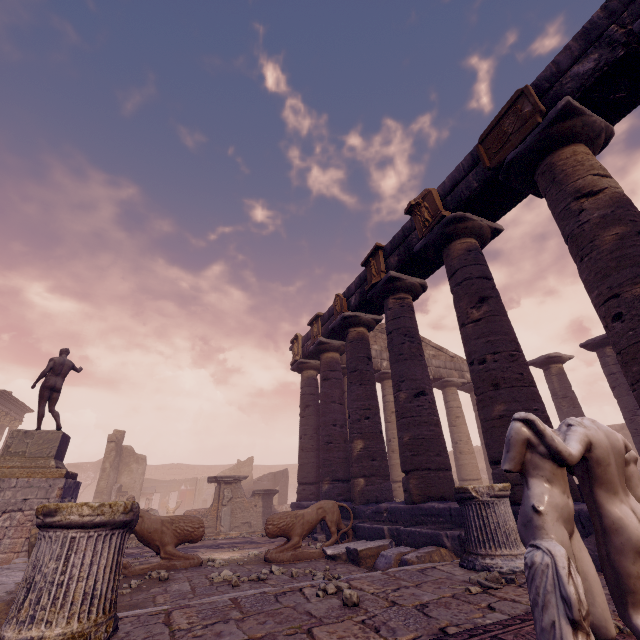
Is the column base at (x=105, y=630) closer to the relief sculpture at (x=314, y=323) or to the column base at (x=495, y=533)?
the column base at (x=495, y=533)

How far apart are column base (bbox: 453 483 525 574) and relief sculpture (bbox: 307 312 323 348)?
8.1m

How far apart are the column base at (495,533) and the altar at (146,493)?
24.1m

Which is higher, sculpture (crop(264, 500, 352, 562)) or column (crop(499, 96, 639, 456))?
column (crop(499, 96, 639, 456))

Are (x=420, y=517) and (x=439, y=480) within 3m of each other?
yes

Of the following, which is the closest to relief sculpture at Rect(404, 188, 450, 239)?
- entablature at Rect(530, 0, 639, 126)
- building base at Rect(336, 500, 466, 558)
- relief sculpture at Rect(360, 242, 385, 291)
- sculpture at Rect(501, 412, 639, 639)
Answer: entablature at Rect(530, 0, 639, 126)

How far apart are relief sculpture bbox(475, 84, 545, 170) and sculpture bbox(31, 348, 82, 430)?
13.15m

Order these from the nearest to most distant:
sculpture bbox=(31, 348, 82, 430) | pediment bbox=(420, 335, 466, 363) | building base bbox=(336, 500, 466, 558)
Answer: building base bbox=(336, 500, 466, 558) → sculpture bbox=(31, 348, 82, 430) → pediment bbox=(420, 335, 466, 363)
